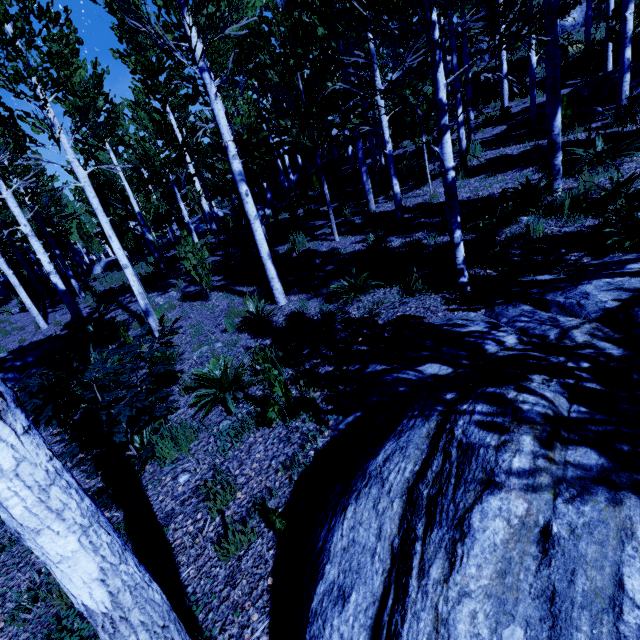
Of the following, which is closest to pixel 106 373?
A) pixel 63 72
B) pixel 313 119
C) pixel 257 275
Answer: pixel 257 275

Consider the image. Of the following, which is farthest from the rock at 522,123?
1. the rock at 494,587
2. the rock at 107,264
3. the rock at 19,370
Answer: the rock at 107,264

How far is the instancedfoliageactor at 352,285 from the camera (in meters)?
5.84

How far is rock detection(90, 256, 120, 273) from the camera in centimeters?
2480cm

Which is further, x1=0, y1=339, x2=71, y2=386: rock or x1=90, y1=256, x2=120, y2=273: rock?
x1=90, y1=256, x2=120, y2=273: rock

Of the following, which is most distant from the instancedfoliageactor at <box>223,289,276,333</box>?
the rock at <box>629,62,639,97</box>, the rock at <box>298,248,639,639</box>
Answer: the rock at <box>629,62,639,97</box>

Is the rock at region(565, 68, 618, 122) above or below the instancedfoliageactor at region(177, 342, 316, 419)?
above

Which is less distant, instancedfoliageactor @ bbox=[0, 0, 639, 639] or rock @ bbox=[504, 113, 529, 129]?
instancedfoliageactor @ bbox=[0, 0, 639, 639]
